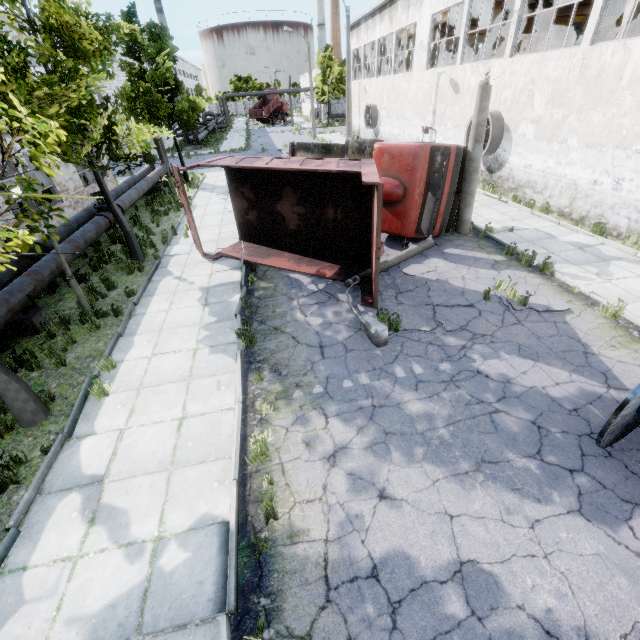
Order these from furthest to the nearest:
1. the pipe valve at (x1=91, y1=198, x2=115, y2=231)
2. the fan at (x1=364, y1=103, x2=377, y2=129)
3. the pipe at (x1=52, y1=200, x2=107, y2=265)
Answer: the fan at (x1=364, y1=103, x2=377, y2=129)
the pipe valve at (x1=91, y1=198, x2=115, y2=231)
the pipe at (x1=52, y1=200, x2=107, y2=265)

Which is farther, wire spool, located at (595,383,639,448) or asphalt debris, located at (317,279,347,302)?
asphalt debris, located at (317,279,347,302)

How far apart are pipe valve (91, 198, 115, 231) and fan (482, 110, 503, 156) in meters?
17.1

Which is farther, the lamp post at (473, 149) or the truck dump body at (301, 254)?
the lamp post at (473, 149)

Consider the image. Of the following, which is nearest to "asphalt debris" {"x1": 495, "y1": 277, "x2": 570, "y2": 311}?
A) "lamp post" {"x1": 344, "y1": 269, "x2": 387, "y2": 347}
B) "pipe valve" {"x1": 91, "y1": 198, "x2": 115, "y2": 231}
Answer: "lamp post" {"x1": 344, "y1": 269, "x2": 387, "y2": 347}

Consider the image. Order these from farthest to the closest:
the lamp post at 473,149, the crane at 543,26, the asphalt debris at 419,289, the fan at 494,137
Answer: the crane at 543,26, the fan at 494,137, the lamp post at 473,149, the asphalt debris at 419,289

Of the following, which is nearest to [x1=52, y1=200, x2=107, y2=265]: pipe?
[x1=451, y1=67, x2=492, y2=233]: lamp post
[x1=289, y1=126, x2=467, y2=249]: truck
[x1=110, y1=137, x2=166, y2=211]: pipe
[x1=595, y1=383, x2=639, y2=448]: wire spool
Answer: [x1=110, y1=137, x2=166, y2=211]: pipe

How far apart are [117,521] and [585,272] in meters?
12.3 m
